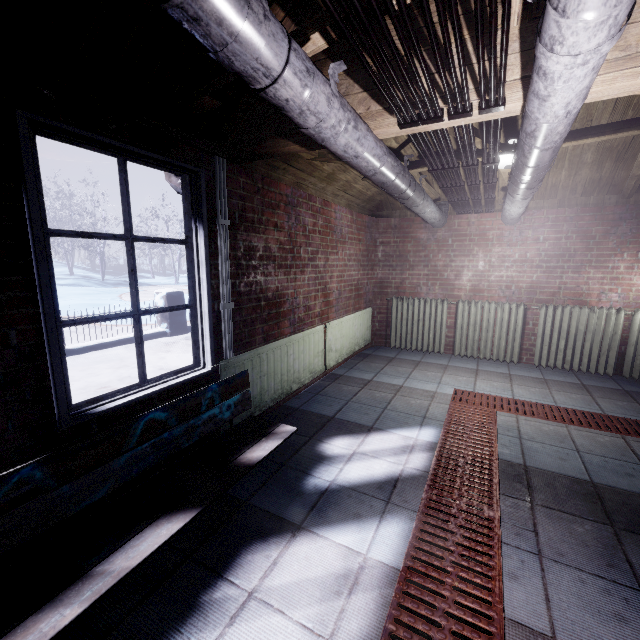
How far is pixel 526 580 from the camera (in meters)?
1.36

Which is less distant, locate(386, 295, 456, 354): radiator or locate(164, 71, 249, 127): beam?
locate(164, 71, 249, 127): beam

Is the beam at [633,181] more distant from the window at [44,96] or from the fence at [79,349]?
the fence at [79,349]

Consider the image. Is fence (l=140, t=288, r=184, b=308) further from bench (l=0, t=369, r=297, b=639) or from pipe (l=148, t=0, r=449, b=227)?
pipe (l=148, t=0, r=449, b=227)

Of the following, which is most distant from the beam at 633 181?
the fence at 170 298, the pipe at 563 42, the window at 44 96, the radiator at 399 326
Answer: the fence at 170 298

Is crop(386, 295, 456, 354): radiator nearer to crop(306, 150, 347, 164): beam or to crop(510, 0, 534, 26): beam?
crop(306, 150, 347, 164): beam

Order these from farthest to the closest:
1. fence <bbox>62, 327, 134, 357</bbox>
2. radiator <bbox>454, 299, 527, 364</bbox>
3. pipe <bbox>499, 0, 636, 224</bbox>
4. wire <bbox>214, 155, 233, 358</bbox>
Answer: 1. fence <bbox>62, 327, 134, 357</bbox>
2. radiator <bbox>454, 299, 527, 364</bbox>
3. wire <bbox>214, 155, 233, 358</bbox>
4. pipe <bbox>499, 0, 636, 224</bbox>

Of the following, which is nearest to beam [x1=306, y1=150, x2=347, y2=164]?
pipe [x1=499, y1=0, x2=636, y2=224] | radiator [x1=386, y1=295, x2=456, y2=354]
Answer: pipe [x1=499, y1=0, x2=636, y2=224]
